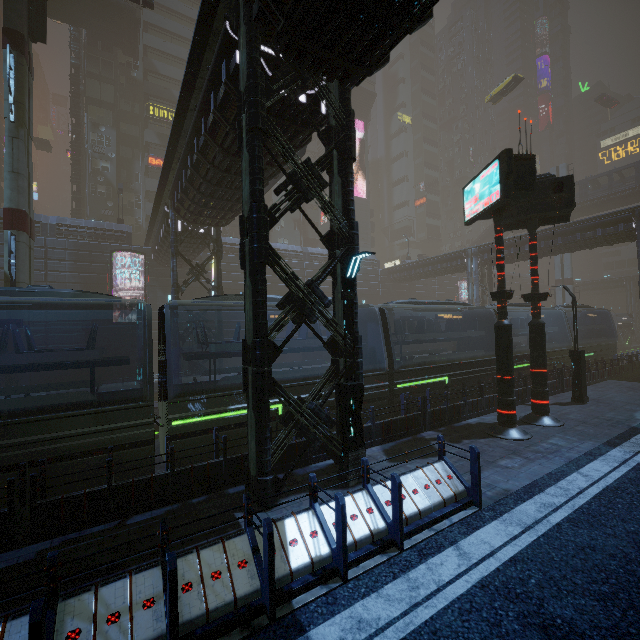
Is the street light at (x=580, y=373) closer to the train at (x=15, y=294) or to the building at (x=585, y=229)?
the building at (x=585, y=229)

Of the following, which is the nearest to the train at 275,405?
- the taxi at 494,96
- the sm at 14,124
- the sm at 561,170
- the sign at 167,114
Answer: the sm at 14,124

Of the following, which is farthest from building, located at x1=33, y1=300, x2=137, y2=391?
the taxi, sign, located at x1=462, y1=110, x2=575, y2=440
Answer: the taxi

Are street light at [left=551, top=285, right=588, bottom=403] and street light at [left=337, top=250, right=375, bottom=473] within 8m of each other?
no

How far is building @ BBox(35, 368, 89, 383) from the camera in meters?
25.8

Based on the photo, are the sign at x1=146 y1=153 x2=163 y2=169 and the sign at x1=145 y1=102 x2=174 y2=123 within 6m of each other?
yes

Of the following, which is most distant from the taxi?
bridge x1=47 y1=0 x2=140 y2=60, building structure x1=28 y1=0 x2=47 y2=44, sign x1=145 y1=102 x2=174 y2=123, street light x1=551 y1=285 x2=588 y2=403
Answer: bridge x1=47 y1=0 x2=140 y2=60

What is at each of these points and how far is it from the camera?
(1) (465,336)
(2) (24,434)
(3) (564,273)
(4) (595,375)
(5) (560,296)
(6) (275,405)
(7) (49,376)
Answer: (1) train, 18.33m
(2) train, 7.09m
(3) sm, 47.41m
(4) building, 19.78m
(5) sm, 47.88m
(6) train, 10.19m
(7) building, 26.08m
